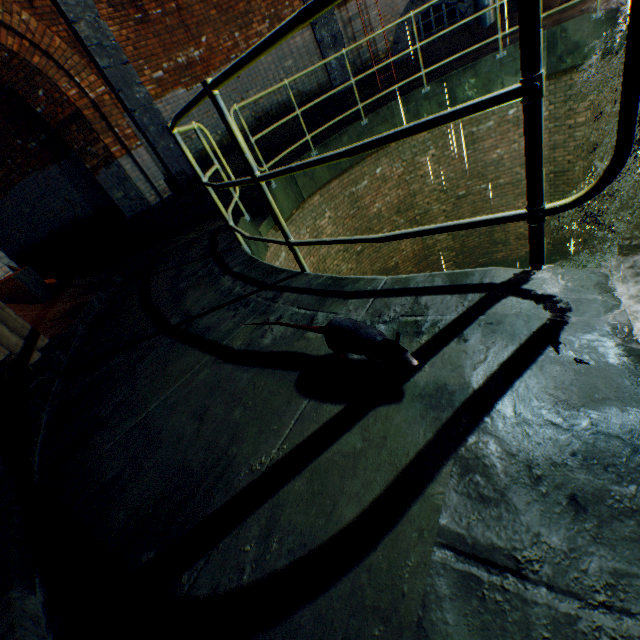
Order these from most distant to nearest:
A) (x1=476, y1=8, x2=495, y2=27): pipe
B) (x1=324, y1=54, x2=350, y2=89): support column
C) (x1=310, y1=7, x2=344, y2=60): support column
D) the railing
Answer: (x1=324, y1=54, x2=350, y2=89): support column → (x1=310, y1=7, x2=344, y2=60): support column → (x1=476, y1=8, x2=495, y2=27): pipe → the railing

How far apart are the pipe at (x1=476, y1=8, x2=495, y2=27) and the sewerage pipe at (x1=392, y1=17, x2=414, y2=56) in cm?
16

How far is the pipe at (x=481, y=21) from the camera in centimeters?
792cm

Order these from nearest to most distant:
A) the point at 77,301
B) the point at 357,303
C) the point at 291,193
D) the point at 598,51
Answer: the point at 357,303 → the point at 77,301 → the point at 598,51 → the point at 291,193

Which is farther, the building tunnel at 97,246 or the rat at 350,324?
the building tunnel at 97,246

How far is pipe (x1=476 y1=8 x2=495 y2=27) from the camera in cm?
792

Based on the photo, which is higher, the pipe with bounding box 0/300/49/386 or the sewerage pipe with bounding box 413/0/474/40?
the sewerage pipe with bounding box 413/0/474/40

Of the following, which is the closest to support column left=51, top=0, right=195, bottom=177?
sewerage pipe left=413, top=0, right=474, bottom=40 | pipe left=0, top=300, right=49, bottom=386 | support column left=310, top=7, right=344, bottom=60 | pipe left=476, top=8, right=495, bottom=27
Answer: support column left=310, top=7, right=344, bottom=60
